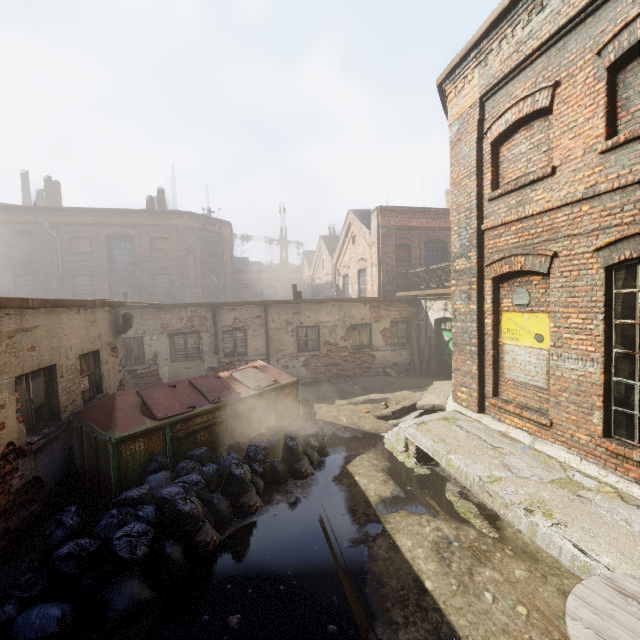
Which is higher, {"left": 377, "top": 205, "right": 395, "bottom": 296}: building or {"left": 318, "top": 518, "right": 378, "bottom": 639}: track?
{"left": 377, "top": 205, "right": 395, "bottom": 296}: building

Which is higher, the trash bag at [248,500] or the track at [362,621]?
the trash bag at [248,500]

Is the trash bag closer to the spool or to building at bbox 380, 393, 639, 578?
building at bbox 380, 393, 639, 578

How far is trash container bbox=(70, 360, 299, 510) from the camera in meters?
5.4

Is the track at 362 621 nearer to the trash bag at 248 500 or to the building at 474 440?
the trash bag at 248 500

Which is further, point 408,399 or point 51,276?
point 51,276

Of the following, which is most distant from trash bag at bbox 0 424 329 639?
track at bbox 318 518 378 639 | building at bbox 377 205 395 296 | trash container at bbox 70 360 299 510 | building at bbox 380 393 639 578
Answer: building at bbox 377 205 395 296

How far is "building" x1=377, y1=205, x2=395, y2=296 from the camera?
16.6m
